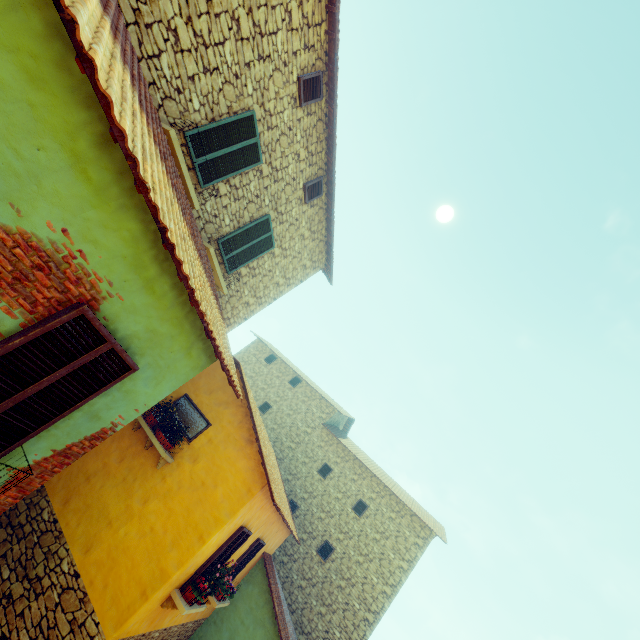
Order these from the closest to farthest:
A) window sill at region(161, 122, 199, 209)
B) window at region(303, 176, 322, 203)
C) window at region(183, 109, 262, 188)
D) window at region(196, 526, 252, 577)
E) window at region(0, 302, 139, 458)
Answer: window at region(0, 302, 139, 458), window sill at region(161, 122, 199, 209), window at region(183, 109, 262, 188), window at region(196, 526, 252, 577), window at region(303, 176, 322, 203)

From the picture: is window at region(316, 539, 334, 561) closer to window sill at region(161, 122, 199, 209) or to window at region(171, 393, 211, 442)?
window at region(171, 393, 211, 442)

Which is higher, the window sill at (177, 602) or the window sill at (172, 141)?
the window sill at (172, 141)

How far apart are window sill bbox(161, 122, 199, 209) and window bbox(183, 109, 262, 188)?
0.36m

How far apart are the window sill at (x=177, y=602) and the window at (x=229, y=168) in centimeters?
847cm

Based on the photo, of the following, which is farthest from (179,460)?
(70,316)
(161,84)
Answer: (161,84)

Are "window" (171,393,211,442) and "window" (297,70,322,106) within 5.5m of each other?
no

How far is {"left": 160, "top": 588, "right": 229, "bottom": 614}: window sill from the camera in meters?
6.6
